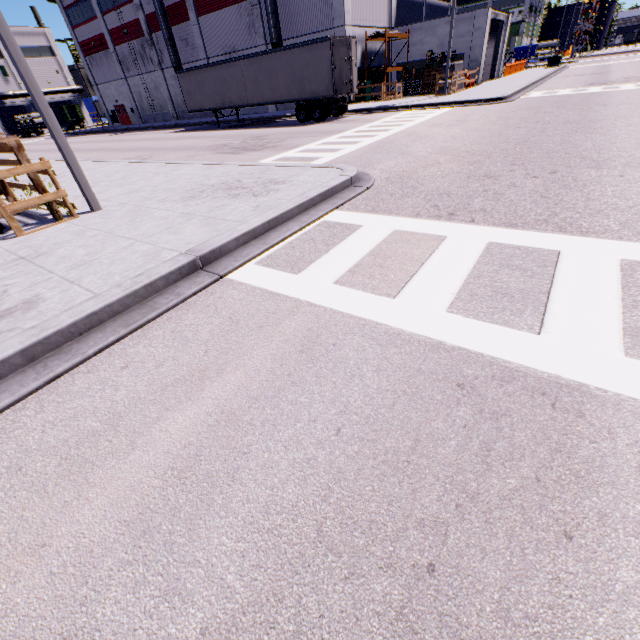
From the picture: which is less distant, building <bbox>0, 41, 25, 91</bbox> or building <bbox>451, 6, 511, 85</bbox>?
building <bbox>451, 6, 511, 85</bbox>

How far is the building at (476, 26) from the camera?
25.2 meters

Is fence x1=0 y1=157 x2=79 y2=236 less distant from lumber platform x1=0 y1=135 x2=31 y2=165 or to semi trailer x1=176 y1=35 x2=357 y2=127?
lumber platform x1=0 y1=135 x2=31 y2=165

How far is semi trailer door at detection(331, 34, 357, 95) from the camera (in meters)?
17.98

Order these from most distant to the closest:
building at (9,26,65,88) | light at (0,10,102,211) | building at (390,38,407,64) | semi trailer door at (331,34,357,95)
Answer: building at (9,26,65,88)
building at (390,38,407,64)
semi trailer door at (331,34,357,95)
light at (0,10,102,211)

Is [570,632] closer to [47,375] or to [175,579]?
[175,579]

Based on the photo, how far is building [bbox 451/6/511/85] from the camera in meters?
25.2

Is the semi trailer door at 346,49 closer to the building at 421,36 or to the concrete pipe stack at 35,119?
the building at 421,36
